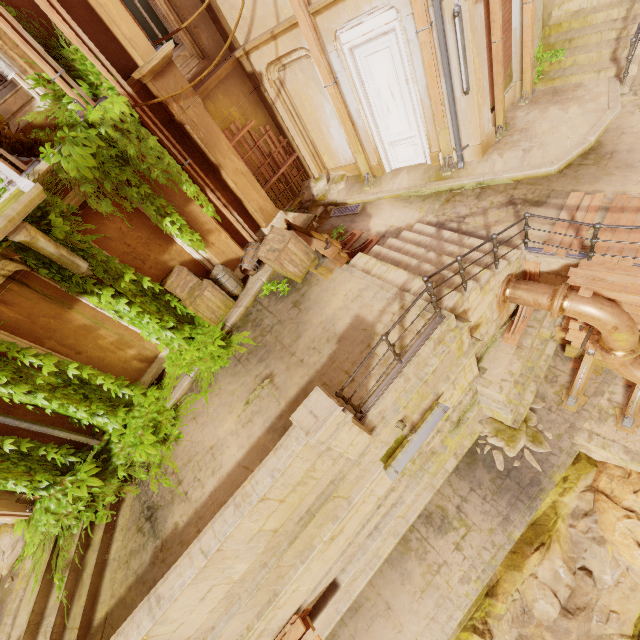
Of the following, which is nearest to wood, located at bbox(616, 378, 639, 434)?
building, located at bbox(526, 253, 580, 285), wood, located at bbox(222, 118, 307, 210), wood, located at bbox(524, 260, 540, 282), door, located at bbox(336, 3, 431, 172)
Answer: wood, located at bbox(524, 260, 540, 282)

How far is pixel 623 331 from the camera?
5.8m

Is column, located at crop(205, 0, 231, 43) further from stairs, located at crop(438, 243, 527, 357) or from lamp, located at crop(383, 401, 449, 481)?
lamp, located at crop(383, 401, 449, 481)

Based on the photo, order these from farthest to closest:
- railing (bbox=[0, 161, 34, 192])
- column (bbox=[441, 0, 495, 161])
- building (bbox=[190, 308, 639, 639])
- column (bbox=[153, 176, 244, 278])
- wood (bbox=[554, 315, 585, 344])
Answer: wood (bbox=[554, 315, 585, 344]) → column (bbox=[153, 176, 244, 278]) → column (bbox=[441, 0, 495, 161]) → building (bbox=[190, 308, 639, 639]) → railing (bbox=[0, 161, 34, 192])

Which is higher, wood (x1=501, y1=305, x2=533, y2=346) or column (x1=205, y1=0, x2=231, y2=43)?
column (x1=205, y1=0, x2=231, y2=43)

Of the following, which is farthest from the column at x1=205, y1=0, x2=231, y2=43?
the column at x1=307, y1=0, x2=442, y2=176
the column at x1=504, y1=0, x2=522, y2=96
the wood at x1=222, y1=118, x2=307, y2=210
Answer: the column at x1=504, y1=0, x2=522, y2=96

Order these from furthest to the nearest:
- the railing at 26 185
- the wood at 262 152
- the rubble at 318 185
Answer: the rubble at 318 185
the wood at 262 152
the railing at 26 185

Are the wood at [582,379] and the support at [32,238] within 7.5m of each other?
no
